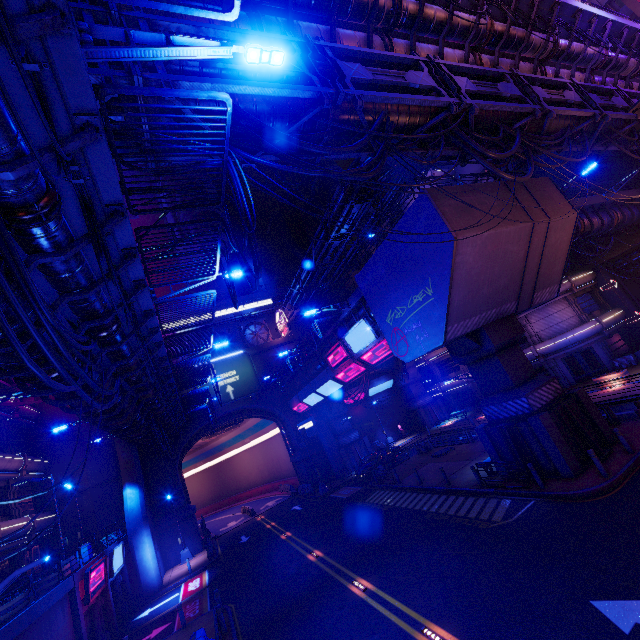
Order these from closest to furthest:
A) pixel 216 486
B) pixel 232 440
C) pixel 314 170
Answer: pixel 314 170 < pixel 232 440 < pixel 216 486

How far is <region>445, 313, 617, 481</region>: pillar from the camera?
14.4m

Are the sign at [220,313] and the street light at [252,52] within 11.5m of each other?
no

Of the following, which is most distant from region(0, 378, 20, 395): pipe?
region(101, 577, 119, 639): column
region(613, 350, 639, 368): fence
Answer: region(613, 350, 639, 368): fence

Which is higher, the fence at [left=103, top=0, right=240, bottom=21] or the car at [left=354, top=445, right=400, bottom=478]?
the fence at [left=103, top=0, right=240, bottom=21]

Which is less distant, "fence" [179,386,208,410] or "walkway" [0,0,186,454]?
"walkway" [0,0,186,454]

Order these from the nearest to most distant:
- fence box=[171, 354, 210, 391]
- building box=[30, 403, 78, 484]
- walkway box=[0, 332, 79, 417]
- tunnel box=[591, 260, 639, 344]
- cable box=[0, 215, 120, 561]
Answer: cable box=[0, 215, 120, 561] < walkway box=[0, 332, 79, 417] < fence box=[171, 354, 210, 391] < building box=[30, 403, 78, 484] < tunnel box=[591, 260, 639, 344]

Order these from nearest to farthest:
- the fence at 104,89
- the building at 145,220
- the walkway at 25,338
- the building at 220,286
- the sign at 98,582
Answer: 1. the fence at 104,89
2. the walkway at 25,338
3. the sign at 98,582
4. the building at 220,286
5. the building at 145,220
